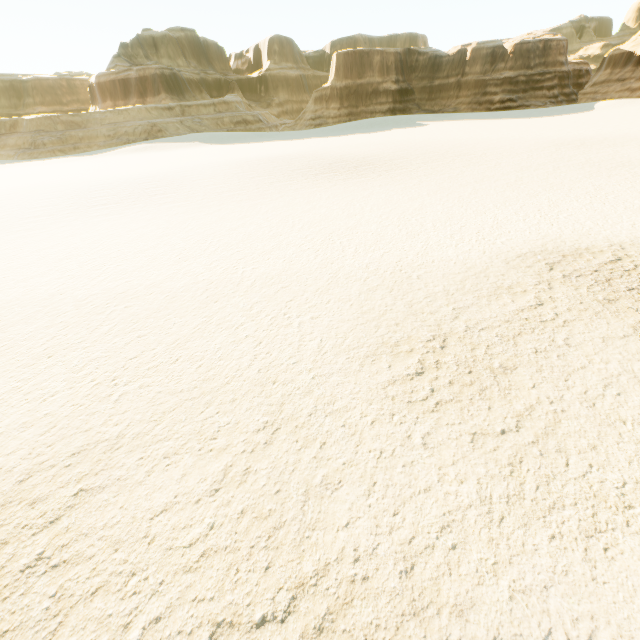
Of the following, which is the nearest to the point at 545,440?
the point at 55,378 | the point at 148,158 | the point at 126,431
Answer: the point at 126,431
